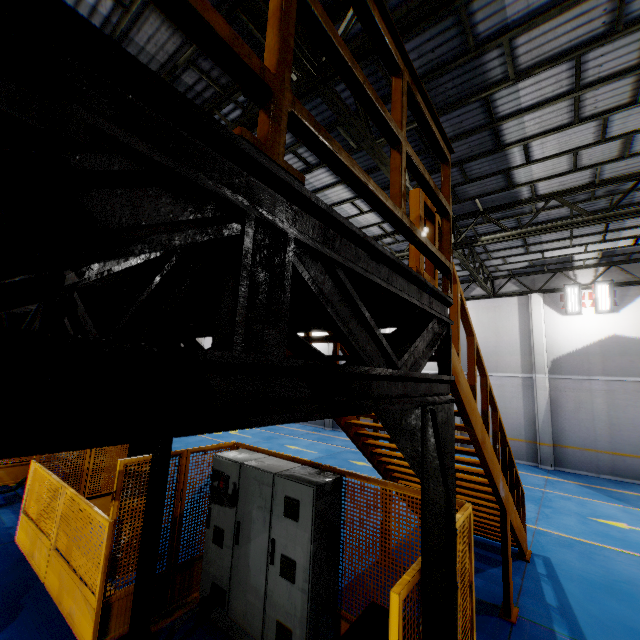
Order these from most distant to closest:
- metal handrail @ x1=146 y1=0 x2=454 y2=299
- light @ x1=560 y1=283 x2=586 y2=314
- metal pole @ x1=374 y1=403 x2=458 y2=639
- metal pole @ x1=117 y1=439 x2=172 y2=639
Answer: light @ x1=560 y1=283 x2=586 y2=314 < metal pole @ x1=117 y1=439 x2=172 y2=639 < metal pole @ x1=374 y1=403 x2=458 y2=639 < metal handrail @ x1=146 y1=0 x2=454 y2=299

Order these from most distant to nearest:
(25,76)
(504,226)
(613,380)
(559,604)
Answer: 1. (613,380)
2. (504,226)
3. (559,604)
4. (25,76)

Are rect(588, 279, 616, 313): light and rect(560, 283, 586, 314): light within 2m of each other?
yes

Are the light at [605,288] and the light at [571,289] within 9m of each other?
yes

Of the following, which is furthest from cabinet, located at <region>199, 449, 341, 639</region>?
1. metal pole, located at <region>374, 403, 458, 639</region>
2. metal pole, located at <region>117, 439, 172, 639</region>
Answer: metal pole, located at <region>374, 403, 458, 639</region>

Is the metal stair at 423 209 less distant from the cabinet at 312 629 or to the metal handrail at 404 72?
the metal handrail at 404 72

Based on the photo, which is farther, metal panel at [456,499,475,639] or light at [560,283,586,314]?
light at [560,283,586,314]

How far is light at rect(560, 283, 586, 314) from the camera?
13.91m
